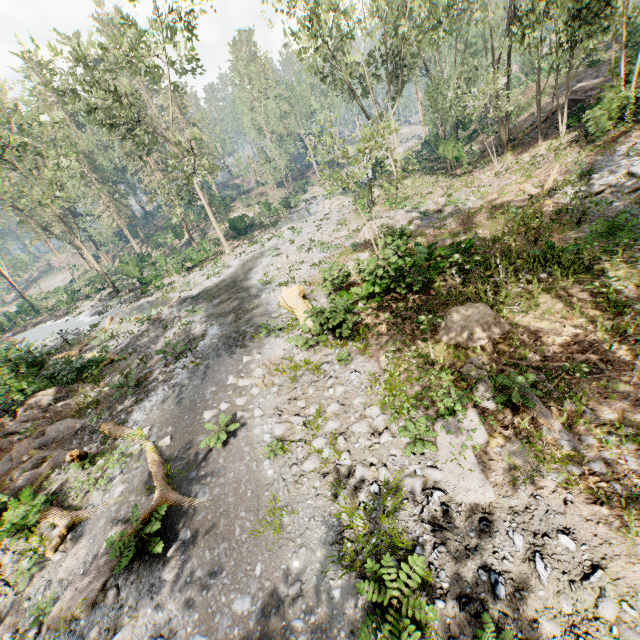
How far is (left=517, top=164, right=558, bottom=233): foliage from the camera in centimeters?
1382cm

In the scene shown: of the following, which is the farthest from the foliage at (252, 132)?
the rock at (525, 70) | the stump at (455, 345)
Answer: the stump at (455, 345)

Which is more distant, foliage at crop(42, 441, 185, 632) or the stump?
the stump

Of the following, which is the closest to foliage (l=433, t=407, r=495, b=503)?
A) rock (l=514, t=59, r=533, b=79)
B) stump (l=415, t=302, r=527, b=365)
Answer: rock (l=514, t=59, r=533, b=79)

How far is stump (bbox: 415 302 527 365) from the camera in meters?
8.9

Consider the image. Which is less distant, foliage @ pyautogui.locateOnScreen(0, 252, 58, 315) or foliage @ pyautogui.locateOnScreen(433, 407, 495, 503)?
foliage @ pyautogui.locateOnScreen(433, 407, 495, 503)

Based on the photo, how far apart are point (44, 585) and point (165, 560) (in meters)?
3.24

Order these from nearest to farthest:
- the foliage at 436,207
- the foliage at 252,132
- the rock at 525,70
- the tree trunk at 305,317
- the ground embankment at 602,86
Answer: the tree trunk at 305,317 → the ground embankment at 602,86 → the foliage at 436,207 → the rock at 525,70 → the foliage at 252,132
